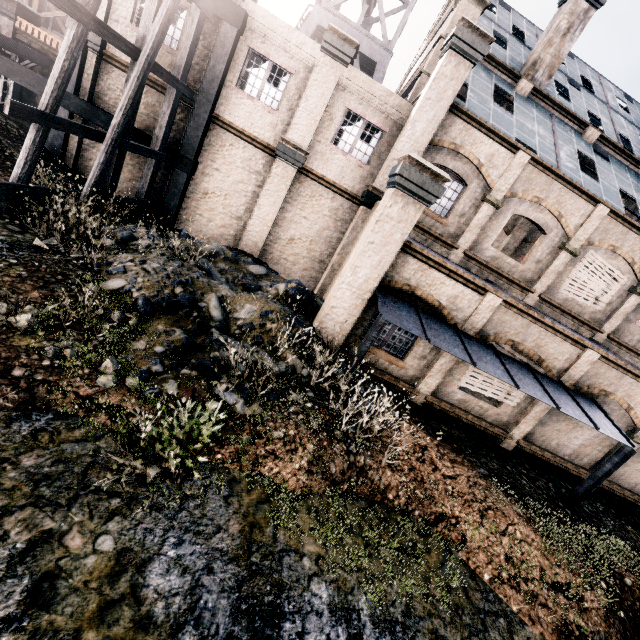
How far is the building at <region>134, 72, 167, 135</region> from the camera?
14.0 meters

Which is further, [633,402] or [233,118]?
[233,118]

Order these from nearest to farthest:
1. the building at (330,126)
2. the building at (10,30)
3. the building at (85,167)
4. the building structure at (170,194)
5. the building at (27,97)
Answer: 1. the building at (330,126)
2. the building structure at (170,194)
3. the building at (85,167)
4. the building at (10,30)
5. the building at (27,97)

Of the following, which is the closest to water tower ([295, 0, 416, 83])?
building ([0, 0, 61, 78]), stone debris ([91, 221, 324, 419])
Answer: building ([0, 0, 61, 78])

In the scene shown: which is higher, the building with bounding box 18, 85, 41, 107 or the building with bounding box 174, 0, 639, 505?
the building with bounding box 174, 0, 639, 505

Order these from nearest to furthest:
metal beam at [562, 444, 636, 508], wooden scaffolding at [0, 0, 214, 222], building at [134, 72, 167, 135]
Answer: wooden scaffolding at [0, 0, 214, 222] → metal beam at [562, 444, 636, 508] → building at [134, 72, 167, 135]

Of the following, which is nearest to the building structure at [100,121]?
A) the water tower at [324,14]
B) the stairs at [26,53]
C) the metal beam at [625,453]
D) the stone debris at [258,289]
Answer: the stairs at [26,53]

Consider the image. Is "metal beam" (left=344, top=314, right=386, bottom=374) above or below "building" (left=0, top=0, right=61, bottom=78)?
below
